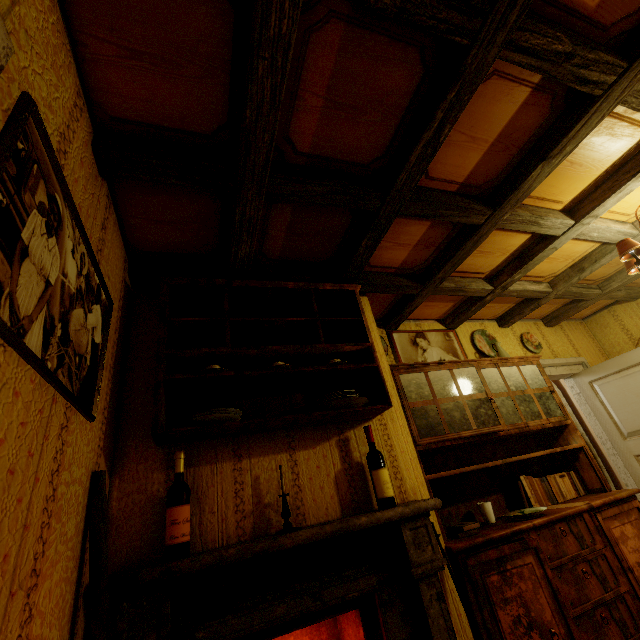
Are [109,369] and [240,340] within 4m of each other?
yes

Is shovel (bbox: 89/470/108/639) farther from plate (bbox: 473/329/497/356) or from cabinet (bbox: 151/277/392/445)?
plate (bbox: 473/329/497/356)

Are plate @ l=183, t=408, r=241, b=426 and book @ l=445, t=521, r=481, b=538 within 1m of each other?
no

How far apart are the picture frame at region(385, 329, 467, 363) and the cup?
1.16m

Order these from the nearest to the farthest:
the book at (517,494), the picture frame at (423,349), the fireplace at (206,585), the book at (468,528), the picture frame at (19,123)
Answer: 1. the picture frame at (19,123)
2. the fireplace at (206,585)
3. the book at (468,528)
4. the book at (517,494)
5. the picture frame at (423,349)

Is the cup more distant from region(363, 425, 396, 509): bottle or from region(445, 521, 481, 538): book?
region(363, 425, 396, 509): bottle

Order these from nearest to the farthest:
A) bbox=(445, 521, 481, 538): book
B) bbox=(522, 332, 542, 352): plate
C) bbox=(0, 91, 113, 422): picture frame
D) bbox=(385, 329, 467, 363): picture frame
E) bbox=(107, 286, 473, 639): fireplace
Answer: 1. bbox=(0, 91, 113, 422): picture frame
2. bbox=(107, 286, 473, 639): fireplace
3. bbox=(445, 521, 481, 538): book
4. bbox=(385, 329, 467, 363): picture frame
5. bbox=(522, 332, 542, 352): plate

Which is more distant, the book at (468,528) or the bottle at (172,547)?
the book at (468,528)
